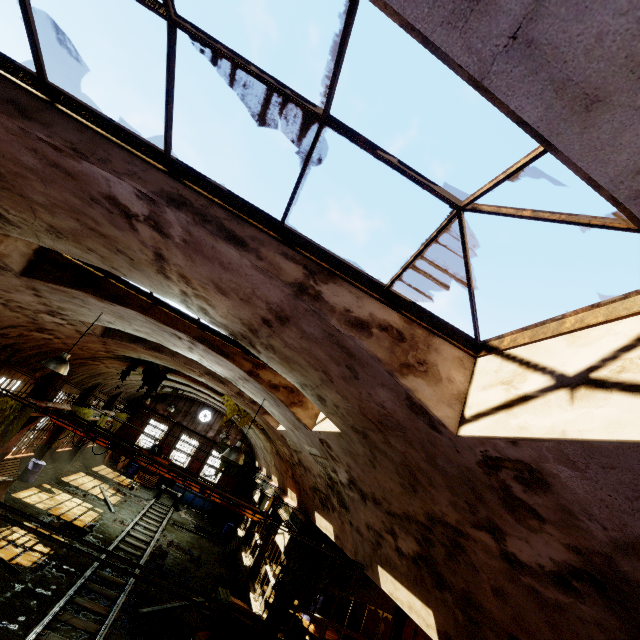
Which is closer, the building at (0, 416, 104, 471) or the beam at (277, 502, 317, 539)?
the beam at (277, 502, 317, 539)

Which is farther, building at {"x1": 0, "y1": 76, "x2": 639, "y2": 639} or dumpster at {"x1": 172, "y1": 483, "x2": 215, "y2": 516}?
dumpster at {"x1": 172, "y1": 483, "x2": 215, "y2": 516}

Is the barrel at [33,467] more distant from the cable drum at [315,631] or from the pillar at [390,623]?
the pillar at [390,623]

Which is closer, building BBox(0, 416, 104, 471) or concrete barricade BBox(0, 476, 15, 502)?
concrete barricade BBox(0, 476, 15, 502)

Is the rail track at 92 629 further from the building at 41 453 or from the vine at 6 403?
the vine at 6 403

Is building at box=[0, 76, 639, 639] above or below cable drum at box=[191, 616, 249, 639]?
above

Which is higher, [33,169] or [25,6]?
[25,6]

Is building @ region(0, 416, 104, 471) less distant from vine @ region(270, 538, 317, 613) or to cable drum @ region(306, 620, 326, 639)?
vine @ region(270, 538, 317, 613)
